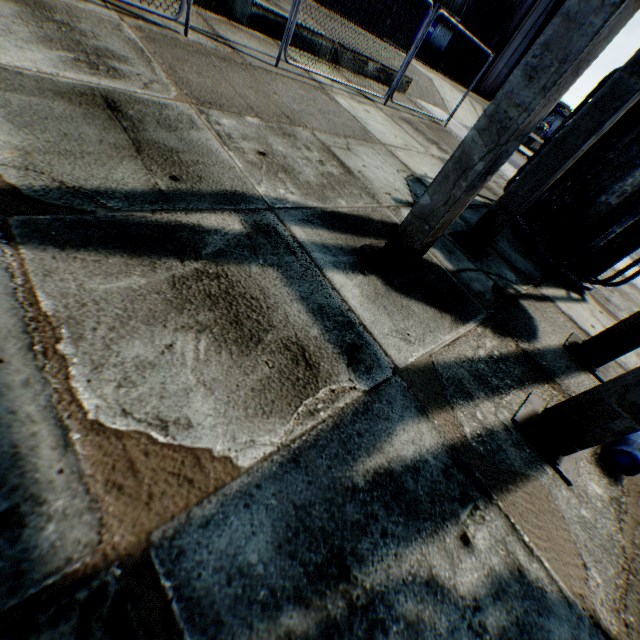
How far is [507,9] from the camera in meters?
20.0

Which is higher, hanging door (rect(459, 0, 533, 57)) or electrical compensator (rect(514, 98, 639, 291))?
hanging door (rect(459, 0, 533, 57))

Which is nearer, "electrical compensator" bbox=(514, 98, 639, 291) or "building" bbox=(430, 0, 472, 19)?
"electrical compensator" bbox=(514, 98, 639, 291)

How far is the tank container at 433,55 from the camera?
25.19m

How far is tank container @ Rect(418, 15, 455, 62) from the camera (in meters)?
25.19

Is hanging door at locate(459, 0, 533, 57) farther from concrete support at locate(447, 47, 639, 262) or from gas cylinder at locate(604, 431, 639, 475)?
gas cylinder at locate(604, 431, 639, 475)

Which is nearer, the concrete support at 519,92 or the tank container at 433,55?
the concrete support at 519,92

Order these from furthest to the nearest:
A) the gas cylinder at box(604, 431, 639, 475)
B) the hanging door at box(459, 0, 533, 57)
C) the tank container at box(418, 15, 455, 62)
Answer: the tank container at box(418, 15, 455, 62) → the hanging door at box(459, 0, 533, 57) → the gas cylinder at box(604, 431, 639, 475)
